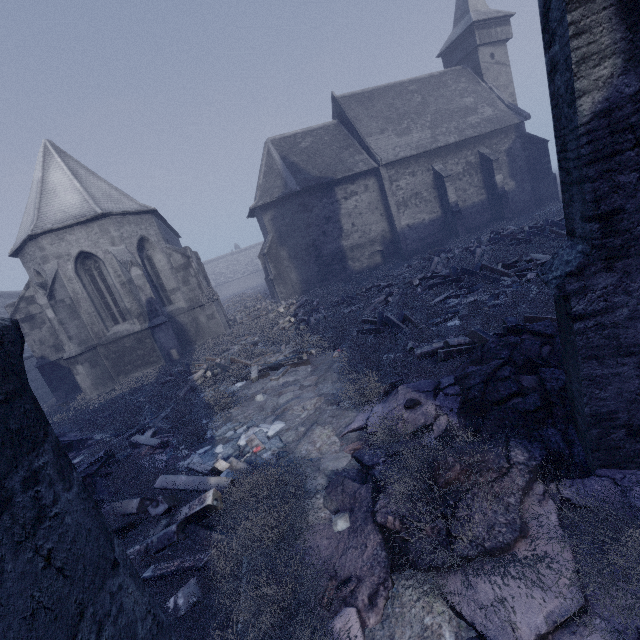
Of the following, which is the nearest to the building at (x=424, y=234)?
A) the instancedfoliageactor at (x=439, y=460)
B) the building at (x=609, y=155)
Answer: the instancedfoliageactor at (x=439, y=460)

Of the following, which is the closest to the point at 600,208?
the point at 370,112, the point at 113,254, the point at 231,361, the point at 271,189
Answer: the point at 231,361

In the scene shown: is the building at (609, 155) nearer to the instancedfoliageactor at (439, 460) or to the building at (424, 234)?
the instancedfoliageactor at (439, 460)

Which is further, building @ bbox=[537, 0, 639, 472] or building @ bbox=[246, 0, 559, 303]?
building @ bbox=[246, 0, 559, 303]

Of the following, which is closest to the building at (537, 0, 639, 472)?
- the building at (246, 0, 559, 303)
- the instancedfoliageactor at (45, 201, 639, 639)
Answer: the instancedfoliageactor at (45, 201, 639, 639)

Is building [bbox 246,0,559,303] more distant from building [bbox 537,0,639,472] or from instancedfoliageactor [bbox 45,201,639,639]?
building [bbox 537,0,639,472]
